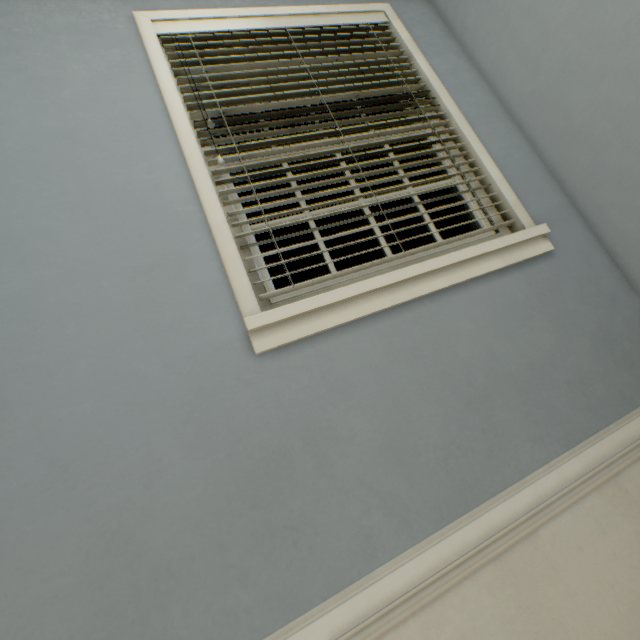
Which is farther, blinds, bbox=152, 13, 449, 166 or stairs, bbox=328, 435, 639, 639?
blinds, bbox=152, 13, 449, 166

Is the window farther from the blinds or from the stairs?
the stairs

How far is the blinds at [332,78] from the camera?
1.33m

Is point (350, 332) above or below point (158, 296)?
below

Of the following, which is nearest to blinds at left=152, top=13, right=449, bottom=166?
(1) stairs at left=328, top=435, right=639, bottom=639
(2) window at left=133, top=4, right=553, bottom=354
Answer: (2) window at left=133, top=4, right=553, bottom=354

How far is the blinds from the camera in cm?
133

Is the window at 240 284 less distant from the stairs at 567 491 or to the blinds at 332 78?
the blinds at 332 78
